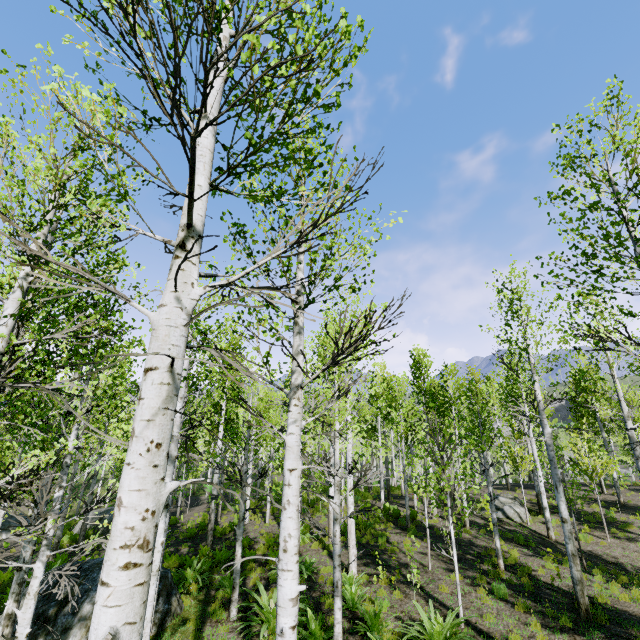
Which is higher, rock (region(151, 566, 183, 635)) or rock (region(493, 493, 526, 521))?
rock (region(493, 493, 526, 521))

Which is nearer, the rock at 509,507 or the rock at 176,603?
the rock at 176,603

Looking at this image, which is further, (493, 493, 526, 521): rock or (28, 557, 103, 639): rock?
(493, 493, 526, 521): rock

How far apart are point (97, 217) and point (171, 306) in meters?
1.5

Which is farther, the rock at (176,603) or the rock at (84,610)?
the rock at (176,603)

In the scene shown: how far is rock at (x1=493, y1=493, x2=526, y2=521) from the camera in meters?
17.5 m

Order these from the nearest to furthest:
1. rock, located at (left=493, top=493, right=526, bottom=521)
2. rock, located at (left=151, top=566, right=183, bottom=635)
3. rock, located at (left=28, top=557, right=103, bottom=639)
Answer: rock, located at (left=28, top=557, right=103, bottom=639) → rock, located at (left=151, top=566, right=183, bottom=635) → rock, located at (left=493, top=493, right=526, bottom=521)
